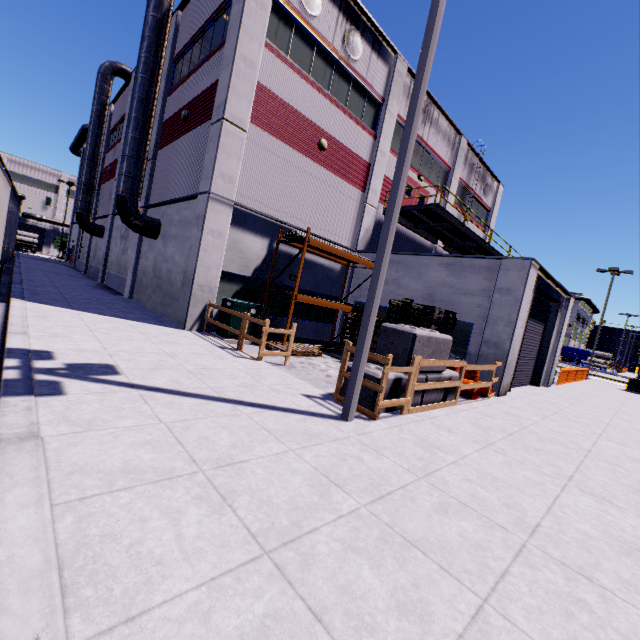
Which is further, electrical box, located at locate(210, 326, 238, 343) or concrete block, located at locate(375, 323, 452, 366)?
electrical box, located at locate(210, 326, 238, 343)

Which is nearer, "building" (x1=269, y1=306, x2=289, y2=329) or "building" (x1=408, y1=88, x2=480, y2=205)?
"building" (x1=269, y1=306, x2=289, y2=329)

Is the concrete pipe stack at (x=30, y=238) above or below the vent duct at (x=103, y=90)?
below

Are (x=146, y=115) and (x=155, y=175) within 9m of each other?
yes

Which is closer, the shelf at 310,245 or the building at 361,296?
the shelf at 310,245

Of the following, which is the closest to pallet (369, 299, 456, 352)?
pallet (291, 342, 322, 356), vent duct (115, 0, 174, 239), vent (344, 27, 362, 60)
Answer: pallet (291, 342, 322, 356)

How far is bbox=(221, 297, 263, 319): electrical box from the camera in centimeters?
1144cm

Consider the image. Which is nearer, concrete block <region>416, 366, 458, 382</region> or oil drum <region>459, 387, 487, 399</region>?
concrete block <region>416, 366, 458, 382</region>
